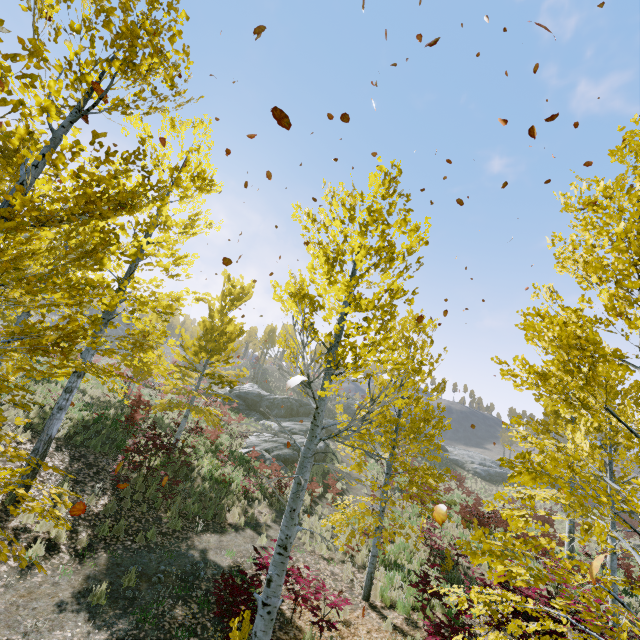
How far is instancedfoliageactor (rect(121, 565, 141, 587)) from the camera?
6.7 meters

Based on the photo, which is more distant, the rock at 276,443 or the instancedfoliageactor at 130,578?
the rock at 276,443

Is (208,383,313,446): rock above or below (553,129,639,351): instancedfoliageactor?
below

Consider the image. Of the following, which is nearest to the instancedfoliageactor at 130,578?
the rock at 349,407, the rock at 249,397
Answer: the rock at 249,397

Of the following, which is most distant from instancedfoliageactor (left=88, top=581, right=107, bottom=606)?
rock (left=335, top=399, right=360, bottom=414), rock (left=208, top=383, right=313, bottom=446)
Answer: rock (left=335, top=399, right=360, bottom=414)

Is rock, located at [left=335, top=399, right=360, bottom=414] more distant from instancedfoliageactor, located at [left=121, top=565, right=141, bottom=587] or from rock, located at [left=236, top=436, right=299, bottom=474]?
instancedfoliageactor, located at [left=121, top=565, right=141, bottom=587]

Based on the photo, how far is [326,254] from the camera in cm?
416
